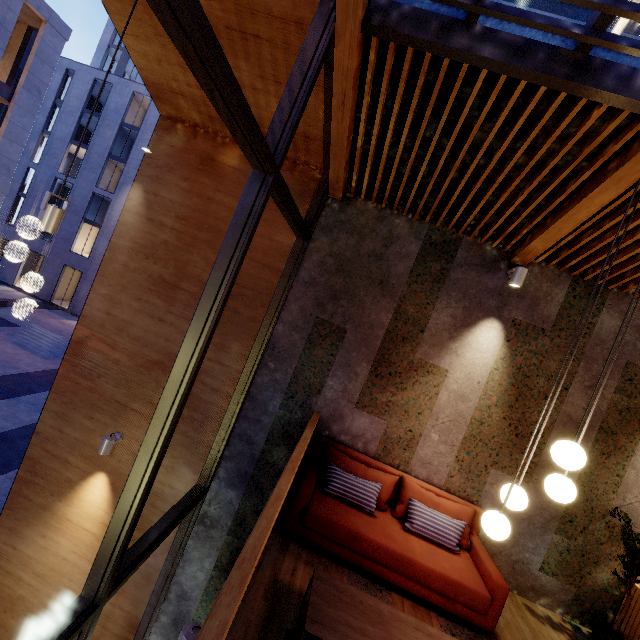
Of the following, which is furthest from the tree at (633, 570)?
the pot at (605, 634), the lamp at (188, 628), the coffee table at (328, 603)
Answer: the lamp at (188, 628)

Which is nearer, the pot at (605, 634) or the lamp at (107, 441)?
the pot at (605, 634)

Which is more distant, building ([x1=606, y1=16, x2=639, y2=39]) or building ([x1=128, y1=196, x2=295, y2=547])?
building ([x1=128, y1=196, x2=295, y2=547])

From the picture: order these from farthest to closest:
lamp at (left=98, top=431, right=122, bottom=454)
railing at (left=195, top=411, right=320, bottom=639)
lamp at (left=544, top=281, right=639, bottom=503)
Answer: lamp at (left=98, top=431, right=122, bottom=454) → lamp at (left=544, top=281, right=639, bottom=503) → railing at (left=195, top=411, right=320, bottom=639)

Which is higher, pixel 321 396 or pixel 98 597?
pixel 321 396

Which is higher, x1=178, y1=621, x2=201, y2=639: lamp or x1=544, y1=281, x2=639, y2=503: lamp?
x1=544, y1=281, x2=639, y2=503: lamp

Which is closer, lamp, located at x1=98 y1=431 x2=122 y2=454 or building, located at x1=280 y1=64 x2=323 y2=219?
building, located at x1=280 y1=64 x2=323 y2=219

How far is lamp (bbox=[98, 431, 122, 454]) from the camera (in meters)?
4.65
